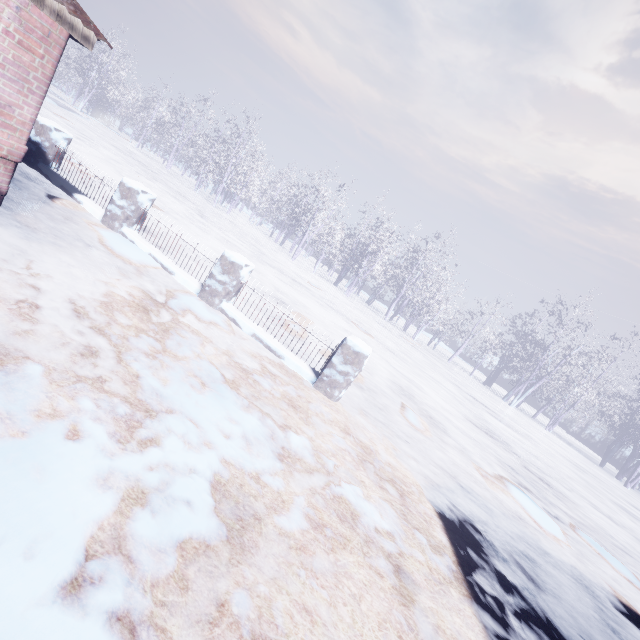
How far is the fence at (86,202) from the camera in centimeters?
468cm

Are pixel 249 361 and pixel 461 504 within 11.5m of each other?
yes

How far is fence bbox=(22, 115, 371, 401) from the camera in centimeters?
468cm
